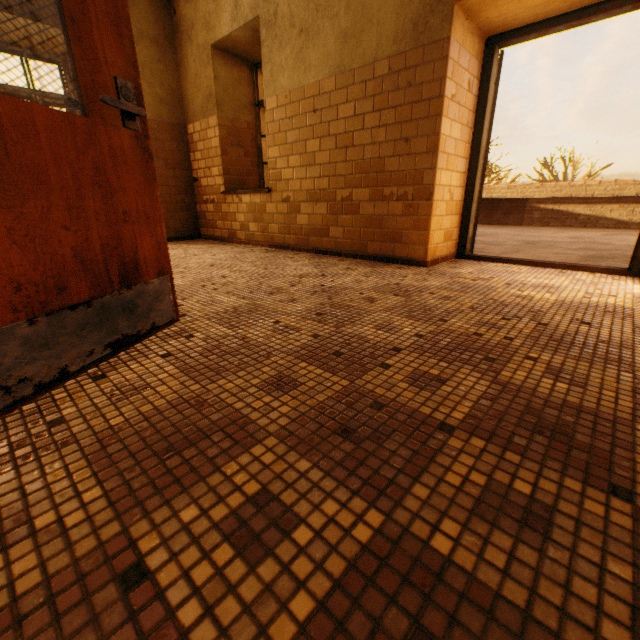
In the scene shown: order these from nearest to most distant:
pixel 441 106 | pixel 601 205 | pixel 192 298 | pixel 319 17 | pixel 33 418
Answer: pixel 33 418 → pixel 192 298 → pixel 441 106 → pixel 319 17 → pixel 601 205

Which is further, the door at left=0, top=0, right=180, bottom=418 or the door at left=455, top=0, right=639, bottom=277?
the door at left=455, top=0, right=639, bottom=277

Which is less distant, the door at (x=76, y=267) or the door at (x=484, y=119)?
the door at (x=76, y=267)
